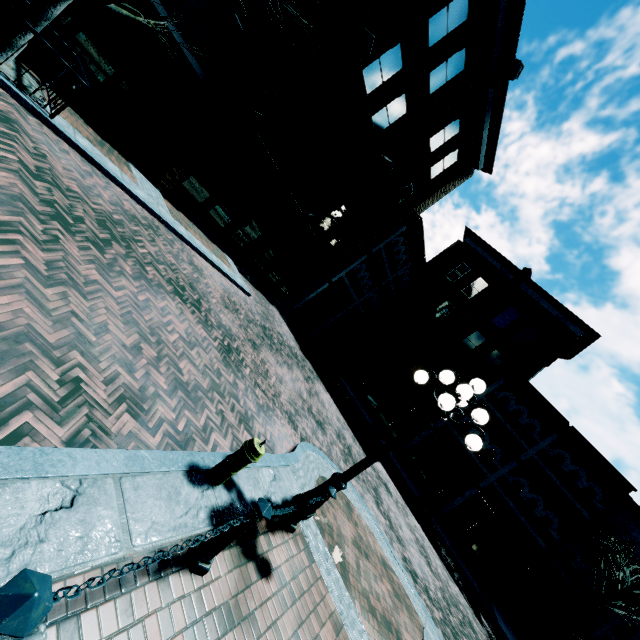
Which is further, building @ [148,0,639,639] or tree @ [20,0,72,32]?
building @ [148,0,639,639]

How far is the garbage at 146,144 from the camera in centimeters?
1066cm

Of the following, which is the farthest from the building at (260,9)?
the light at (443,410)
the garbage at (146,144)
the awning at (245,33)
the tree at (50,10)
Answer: the light at (443,410)

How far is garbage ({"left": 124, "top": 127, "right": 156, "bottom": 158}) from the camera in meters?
10.7 m

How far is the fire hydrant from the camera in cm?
379

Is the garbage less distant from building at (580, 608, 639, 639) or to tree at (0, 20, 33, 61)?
building at (580, 608, 639, 639)

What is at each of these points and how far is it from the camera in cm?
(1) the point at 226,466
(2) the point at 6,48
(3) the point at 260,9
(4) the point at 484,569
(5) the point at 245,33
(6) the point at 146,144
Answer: (1) fire hydrant, 384
(2) tree, 615
(3) building, 1216
(4) building, 1773
(5) awning, 1162
(6) garbage, 1081

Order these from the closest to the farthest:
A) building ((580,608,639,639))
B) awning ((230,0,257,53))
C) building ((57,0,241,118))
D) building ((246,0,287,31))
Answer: building ((57,0,241,118)), awning ((230,0,257,53)), building ((246,0,287,31)), building ((580,608,639,639))
